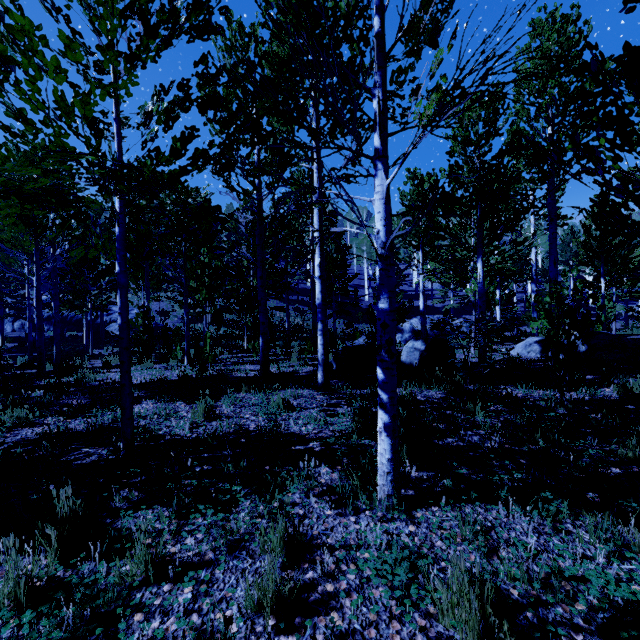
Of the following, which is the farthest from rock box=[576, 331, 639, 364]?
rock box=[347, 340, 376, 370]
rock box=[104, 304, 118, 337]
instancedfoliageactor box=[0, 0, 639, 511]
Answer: rock box=[104, 304, 118, 337]

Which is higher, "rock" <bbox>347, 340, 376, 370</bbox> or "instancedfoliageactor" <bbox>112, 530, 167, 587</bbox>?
"rock" <bbox>347, 340, 376, 370</bbox>

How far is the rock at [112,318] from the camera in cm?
2842

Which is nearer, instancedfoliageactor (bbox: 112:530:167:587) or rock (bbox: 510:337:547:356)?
instancedfoliageactor (bbox: 112:530:167:587)

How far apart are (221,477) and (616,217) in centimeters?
427cm

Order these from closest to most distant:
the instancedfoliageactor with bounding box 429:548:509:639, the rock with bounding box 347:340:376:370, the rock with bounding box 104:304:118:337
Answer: the instancedfoliageactor with bounding box 429:548:509:639
the rock with bounding box 347:340:376:370
the rock with bounding box 104:304:118:337

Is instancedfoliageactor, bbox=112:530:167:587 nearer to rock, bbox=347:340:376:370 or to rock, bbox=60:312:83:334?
rock, bbox=60:312:83:334

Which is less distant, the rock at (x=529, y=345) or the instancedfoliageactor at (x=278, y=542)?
the instancedfoliageactor at (x=278, y=542)
